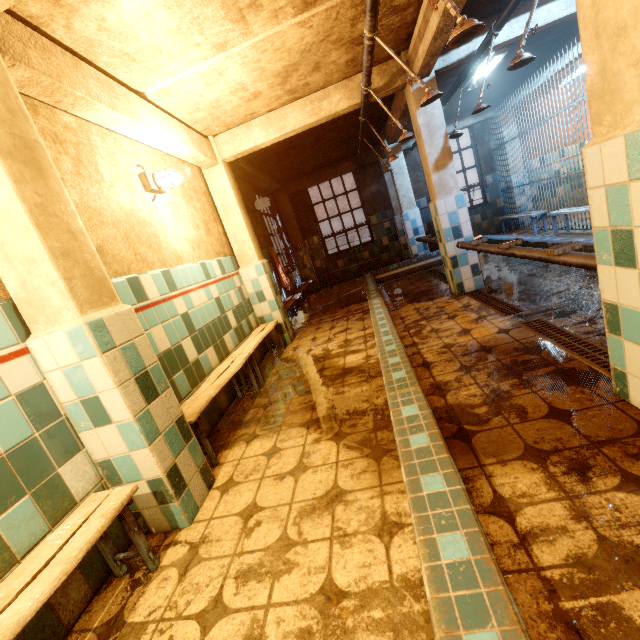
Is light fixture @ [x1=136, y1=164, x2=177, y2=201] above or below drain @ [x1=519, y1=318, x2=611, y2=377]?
above

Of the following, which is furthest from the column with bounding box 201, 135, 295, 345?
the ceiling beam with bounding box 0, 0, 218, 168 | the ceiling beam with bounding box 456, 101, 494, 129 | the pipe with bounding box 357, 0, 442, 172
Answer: the ceiling beam with bounding box 456, 101, 494, 129

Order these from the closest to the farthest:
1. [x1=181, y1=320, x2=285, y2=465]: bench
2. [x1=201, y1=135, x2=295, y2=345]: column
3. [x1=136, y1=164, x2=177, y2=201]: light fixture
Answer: [x1=181, y1=320, x2=285, y2=465]: bench < [x1=136, y1=164, x2=177, y2=201]: light fixture < [x1=201, y1=135, x2=295, y2=345]: column

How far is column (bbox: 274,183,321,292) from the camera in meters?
8.4 m

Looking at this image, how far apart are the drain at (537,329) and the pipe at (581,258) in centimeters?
62cm

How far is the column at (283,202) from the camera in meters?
8.4 m

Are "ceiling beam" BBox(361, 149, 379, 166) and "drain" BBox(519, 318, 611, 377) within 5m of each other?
no

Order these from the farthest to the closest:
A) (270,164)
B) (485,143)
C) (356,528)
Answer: (485,143) < (270,164) < (356,528)
